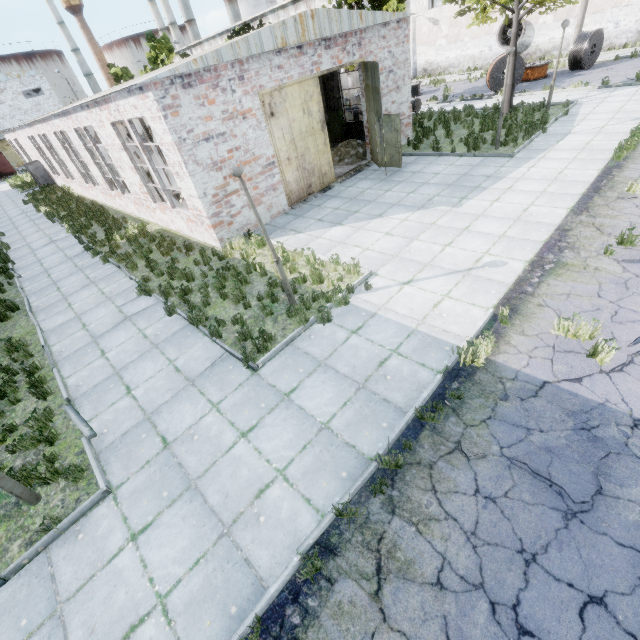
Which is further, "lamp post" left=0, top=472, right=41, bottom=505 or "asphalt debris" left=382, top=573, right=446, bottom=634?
"lamp post" left=0, top=472, right=41, bottom=505

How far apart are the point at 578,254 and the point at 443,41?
35.9 meters

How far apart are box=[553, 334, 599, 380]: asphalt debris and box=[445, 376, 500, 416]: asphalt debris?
0.6m

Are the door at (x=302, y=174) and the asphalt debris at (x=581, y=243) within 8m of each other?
no

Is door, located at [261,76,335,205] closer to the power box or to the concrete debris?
the concrete debris

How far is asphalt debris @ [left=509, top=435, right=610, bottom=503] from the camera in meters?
3.8

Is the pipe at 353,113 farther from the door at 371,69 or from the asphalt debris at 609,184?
the asphalt debris at 609,184

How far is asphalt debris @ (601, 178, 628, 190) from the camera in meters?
9.1 m
